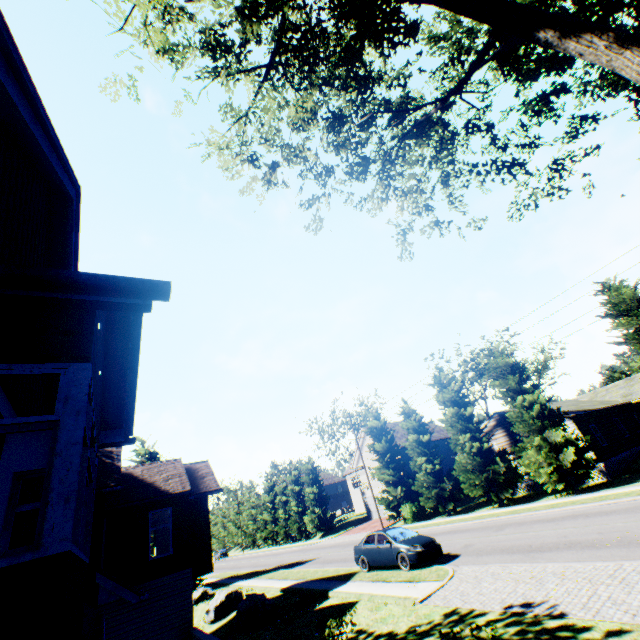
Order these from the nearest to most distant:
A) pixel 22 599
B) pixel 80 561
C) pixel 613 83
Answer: pixel 22 599 → pixel 80 561 → pixel 613 83

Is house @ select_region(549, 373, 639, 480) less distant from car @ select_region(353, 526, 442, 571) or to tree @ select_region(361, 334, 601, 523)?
tree @ select_region(361, 334, 601, 523)

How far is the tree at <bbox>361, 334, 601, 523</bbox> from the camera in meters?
21.5 m

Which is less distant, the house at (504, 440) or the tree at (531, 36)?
the tree at (531, 36)

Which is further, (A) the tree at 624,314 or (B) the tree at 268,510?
(B) the tree at 268,510

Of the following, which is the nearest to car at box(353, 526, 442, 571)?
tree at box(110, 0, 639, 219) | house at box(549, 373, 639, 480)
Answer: tree at box(110, 0, 639, 219)

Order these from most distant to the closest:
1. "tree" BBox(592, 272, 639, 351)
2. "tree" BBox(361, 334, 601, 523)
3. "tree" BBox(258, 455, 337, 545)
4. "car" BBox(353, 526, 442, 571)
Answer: "tree" BBox(258, 455, 337, 545) → "tree" BBox(361, 334, 601, 523) → "tree" BBox(592, 272, 639, 351) → "car" BBox(353, 526, 442, 571)
